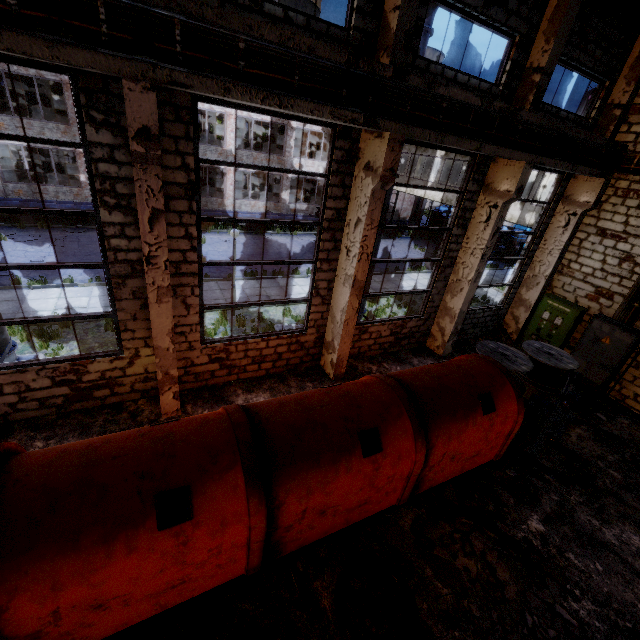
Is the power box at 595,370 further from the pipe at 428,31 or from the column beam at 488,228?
the pipe at 428,31

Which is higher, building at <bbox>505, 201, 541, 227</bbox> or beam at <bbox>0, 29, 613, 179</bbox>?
beam at <bbox>0, 29, 613, 179</bbox>

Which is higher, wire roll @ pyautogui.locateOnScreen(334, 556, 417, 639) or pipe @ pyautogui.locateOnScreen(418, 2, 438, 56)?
pipe @ pyautogui.locateOnScreen(418, 2, 438, 56)

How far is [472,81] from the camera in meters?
7.6 m

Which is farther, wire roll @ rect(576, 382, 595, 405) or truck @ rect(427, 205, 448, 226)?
truck @ rect(427, 205, 448, 226)

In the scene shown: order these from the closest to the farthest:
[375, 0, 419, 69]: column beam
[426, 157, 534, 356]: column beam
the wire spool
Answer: [375, 0, 419, 69]: column beam < [426, 157, 534, 356]: column beam < the wire spool

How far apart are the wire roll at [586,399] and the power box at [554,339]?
0.83m

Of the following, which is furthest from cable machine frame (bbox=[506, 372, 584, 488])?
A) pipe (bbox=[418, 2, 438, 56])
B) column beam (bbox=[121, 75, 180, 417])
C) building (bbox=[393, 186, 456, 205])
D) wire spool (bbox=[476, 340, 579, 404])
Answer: building (bbox=[393, 186, 456, 205])
